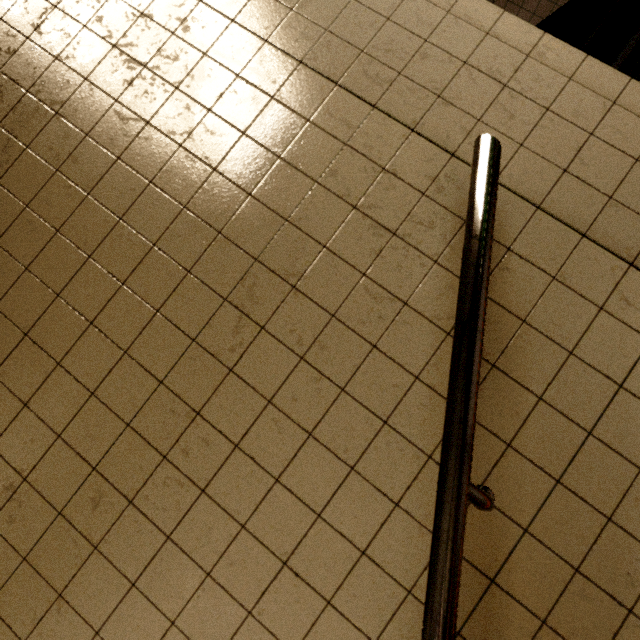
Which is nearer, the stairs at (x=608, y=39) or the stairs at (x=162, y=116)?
the stairs at (x=162, y=116)

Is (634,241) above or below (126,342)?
below

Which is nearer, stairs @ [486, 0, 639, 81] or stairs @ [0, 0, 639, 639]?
stairs @ [0, 0, 639, 639]
